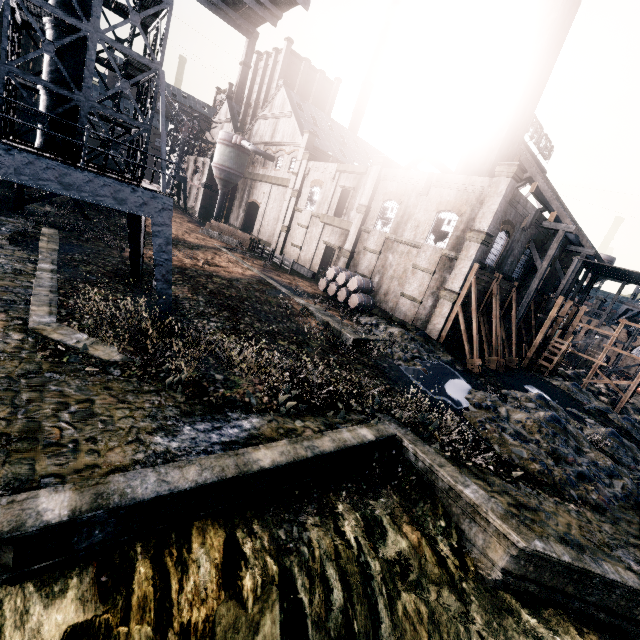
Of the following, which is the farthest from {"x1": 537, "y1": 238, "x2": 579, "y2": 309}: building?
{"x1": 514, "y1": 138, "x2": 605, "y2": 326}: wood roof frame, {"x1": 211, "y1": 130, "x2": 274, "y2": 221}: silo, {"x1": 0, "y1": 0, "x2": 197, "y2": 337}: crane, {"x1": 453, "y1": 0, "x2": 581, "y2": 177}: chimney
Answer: {"x1": 0, "y1": 0, "x2": 197, "y2": 337}: crane

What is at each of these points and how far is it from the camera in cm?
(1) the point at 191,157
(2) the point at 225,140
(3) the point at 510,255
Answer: (1) building, 5897
(2) silo, 4722
(3) building, 2697

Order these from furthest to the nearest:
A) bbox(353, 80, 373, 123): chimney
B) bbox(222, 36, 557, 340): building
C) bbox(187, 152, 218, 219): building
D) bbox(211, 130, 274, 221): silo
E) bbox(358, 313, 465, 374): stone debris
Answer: bbox(353, 80, 373, 123): chimney
bbox(187, 152, 218, 219): building
bbox(211, 130, 274, 221): silo
bbox(222, 36, 557, 340): building
bbox(358, 313, 465, 374): stone debris

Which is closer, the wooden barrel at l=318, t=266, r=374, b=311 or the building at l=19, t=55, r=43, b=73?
the building at l=19, t=55, r=43, b=73

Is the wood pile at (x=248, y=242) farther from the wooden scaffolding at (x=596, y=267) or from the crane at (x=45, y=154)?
the wooden scaffolding at (x=596, y=267)

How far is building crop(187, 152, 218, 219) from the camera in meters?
51.5 m

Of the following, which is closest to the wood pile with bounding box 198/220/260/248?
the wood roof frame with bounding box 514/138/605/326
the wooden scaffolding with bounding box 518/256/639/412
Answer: the wood roof frame with bounding box 514/138/605/326

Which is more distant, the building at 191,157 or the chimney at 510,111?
the building at 191,157
